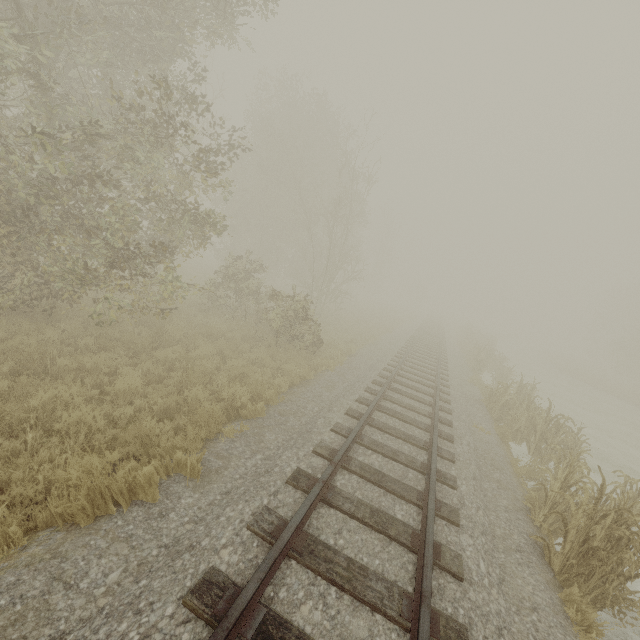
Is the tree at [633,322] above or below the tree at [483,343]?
above

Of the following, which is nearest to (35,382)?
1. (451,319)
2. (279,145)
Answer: (279,145)

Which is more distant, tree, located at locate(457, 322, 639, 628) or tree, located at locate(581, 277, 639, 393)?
tree, located at locate(581, 277, 639, 393)

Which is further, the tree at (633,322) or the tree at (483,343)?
the tree at (633,322)

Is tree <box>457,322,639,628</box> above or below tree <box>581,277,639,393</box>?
below
